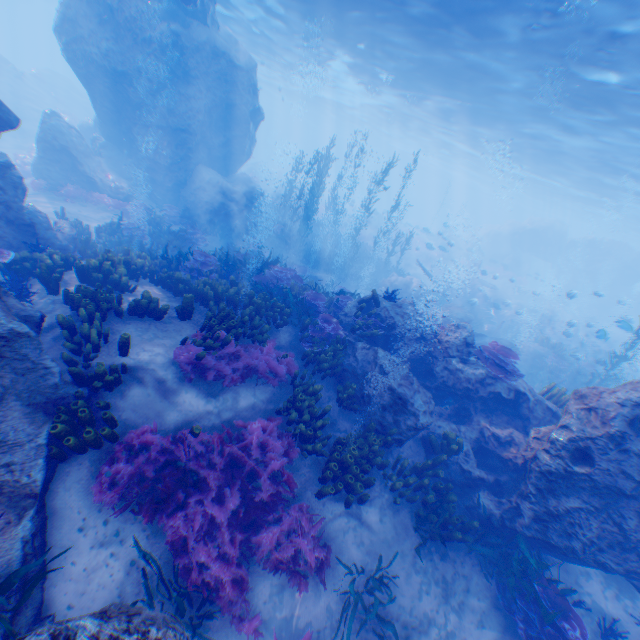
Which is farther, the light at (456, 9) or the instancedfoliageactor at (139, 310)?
the light at (456, 9)

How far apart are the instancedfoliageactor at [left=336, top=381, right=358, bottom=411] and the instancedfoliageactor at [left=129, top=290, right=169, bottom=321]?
4.6m

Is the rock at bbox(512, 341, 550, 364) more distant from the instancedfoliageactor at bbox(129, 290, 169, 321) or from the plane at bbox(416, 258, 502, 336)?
the instancedfoliageactor at bbox(129, 290, 169, 321)

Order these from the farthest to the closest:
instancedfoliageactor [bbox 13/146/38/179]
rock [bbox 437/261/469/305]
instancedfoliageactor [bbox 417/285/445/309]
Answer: rock [bbox 437/261/469/305] → instancedfoliageactor [bbox 417/285/445/309] → instancedfoliageactor [bbox 13/146/38/179]

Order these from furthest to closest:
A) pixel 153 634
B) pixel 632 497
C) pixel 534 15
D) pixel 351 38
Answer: pixel 351 38 < pixel 534 15 < pixel 632 497 < pixel 153 634

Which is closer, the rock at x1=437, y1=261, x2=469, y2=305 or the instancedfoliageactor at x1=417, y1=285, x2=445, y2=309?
the instancedfoliageactor at x1=417, y1=285, x2=445, y2=309

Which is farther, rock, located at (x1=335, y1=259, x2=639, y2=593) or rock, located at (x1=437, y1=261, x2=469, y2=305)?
rock, located at (x1=437, y1=261, x2=469, y2=305)

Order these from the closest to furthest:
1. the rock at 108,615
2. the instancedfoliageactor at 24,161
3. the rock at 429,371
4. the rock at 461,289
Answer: the rock at 108,615, the rock at 429,371, the instancedfoliageactor at 24,161, the rock at 461,289
